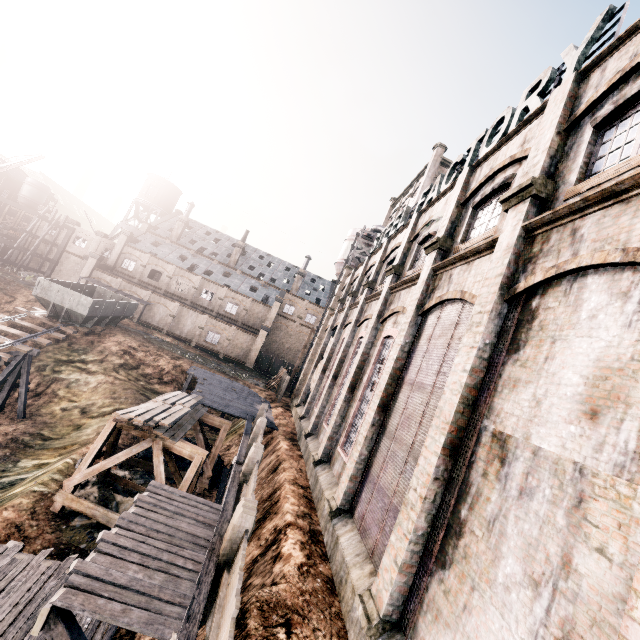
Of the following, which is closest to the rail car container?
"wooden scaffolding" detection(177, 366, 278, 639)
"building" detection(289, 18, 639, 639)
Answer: "wooden scaffolding" detection(177, 366, 278, 639)

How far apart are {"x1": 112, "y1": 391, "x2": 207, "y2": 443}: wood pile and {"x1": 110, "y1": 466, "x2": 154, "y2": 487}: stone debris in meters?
3.5

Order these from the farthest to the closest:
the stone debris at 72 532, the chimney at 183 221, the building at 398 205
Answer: the chimney at 183 221, the building at 398 205, the stone debris at 72 532

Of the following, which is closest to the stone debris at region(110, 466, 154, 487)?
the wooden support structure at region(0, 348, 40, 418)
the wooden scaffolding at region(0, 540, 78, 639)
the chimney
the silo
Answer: the wooden scaffolding at region(0, 540, 78, 639)

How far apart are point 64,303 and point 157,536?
28.2 meters

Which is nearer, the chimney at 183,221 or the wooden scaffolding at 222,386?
the wooden scaffolding at 222,386

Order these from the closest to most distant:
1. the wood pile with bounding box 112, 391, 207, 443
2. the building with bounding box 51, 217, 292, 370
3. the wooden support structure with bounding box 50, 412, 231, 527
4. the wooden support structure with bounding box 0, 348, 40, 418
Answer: the wooden support structure with bounding box 50, 412, 231, 527
the wood pile with bounding box 112, 391, 207, 443
the wooden support structure with bounding box 0, 348, 40, 418
the building with bounding box 51, 217, 292, 370

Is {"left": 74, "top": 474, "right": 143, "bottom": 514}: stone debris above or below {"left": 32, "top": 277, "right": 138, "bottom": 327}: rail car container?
below
